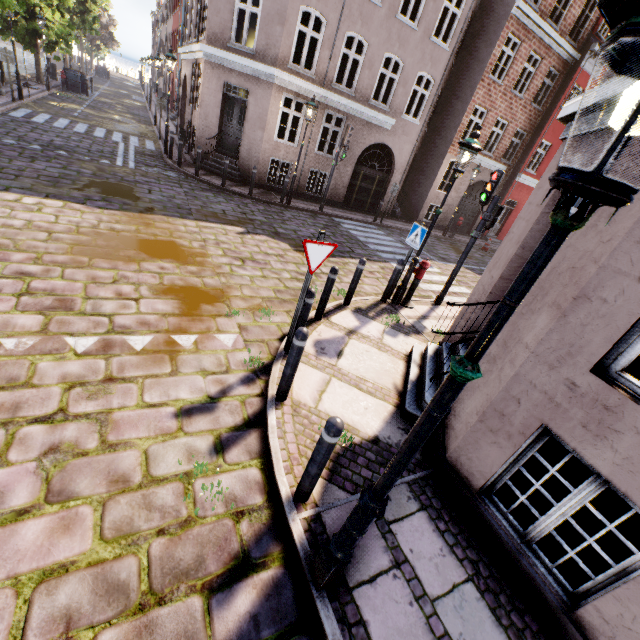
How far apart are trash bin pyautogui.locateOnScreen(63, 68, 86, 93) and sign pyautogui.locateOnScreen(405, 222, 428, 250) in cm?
2966

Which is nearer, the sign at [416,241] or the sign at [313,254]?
the sign at [313,254]

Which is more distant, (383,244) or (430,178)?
(430,178)

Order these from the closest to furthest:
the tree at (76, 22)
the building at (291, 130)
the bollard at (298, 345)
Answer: the bollard at (298, 345)
the building at (291, 130)
the tree at (76, 22)

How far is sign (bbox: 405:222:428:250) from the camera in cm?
714

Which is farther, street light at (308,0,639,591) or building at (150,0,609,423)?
building at (150,0,609,423)

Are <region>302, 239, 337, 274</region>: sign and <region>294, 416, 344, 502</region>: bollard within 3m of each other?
yes

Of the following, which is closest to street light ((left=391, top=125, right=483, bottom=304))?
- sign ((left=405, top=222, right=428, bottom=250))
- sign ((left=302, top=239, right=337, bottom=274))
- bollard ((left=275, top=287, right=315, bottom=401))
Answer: sign ((left=405, top=222, right=428, bottom=250))
